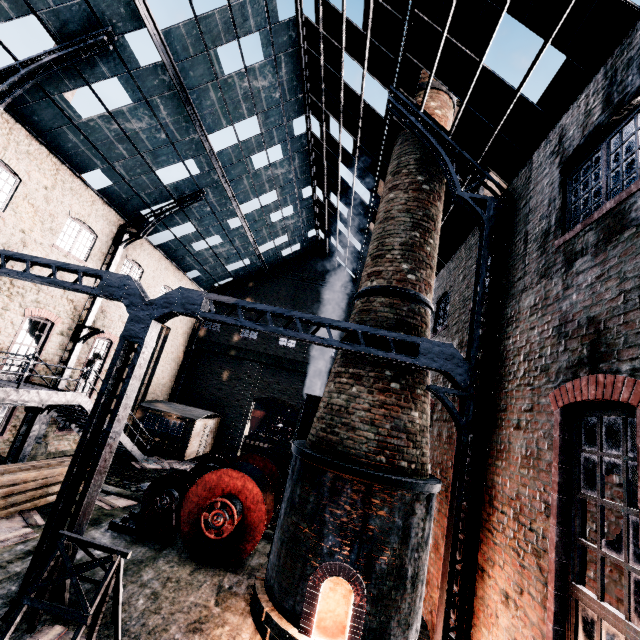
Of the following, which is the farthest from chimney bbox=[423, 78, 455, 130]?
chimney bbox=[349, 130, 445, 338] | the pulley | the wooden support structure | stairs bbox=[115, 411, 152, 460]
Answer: stairs bbox=[115, 411, 152, 460]

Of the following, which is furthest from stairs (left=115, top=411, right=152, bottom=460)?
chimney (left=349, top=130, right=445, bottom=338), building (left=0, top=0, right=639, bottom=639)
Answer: chimney (left=349, top=130, right=445, bottom=338)

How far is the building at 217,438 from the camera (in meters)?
23.61

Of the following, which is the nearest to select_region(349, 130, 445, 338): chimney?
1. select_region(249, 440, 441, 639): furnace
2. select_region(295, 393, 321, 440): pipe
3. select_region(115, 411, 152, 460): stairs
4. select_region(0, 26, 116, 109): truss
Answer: select_region(249, 440, 441, 639): furnace

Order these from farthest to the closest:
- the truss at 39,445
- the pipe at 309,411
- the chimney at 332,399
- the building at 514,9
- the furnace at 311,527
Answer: the truss at 39,445
the pipe at 309,411
the chimney at 332,399
the furnace at 311,527
the building at 514,9

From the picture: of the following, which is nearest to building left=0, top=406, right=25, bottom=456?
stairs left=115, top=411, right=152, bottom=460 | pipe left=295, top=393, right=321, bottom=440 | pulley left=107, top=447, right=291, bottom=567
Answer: stairs left=115, top=411, right=152, bottom=460

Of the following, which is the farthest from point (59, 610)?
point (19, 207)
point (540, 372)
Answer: point (19, 207)

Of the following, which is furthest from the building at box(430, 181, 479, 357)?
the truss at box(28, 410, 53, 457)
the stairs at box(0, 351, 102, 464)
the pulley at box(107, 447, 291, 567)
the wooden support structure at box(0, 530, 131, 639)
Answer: the wooden support structure at box(0, 530, 131, 639)
